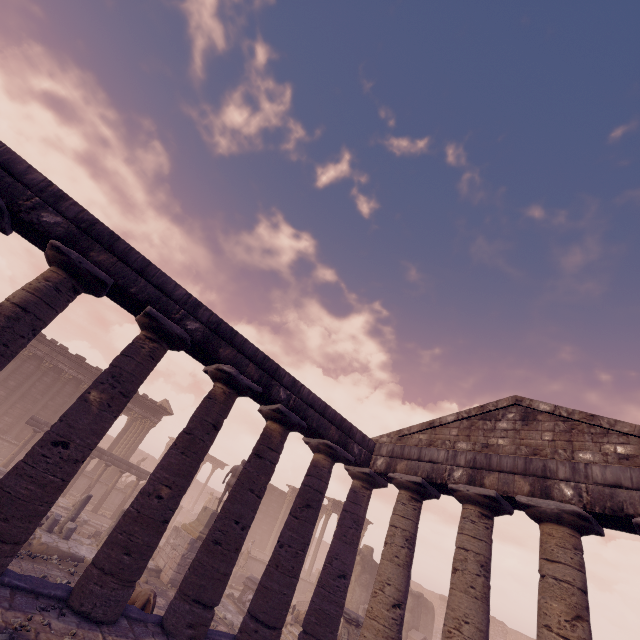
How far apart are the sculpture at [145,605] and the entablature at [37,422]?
13.1 meters

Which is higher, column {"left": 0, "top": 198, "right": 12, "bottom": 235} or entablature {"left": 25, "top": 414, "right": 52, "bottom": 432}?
column {"left": 0, "top": 198, "right": 12, "bottom": 235}

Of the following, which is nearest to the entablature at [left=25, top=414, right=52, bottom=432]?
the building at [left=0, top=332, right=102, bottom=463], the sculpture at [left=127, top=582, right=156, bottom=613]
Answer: the building at [left=0, top=332, right=102, bottom=463]

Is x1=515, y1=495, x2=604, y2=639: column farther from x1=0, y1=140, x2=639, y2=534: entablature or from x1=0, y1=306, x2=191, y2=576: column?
x1=0, y1=306, x2=191, y2=576: column

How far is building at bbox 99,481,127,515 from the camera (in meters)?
22.99

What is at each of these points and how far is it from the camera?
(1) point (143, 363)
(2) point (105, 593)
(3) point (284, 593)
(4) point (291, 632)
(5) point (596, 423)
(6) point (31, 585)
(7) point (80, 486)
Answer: (1) column, 7.6m
(2) column, 6.3m
(3) column, 8.7m
(4) debris pile, 14.7m
(5) pediment, 8.3m
(6) building base, 6.1m
(7) building, 22.6m

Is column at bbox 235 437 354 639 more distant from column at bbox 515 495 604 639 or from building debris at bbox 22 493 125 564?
building debris at bbox 22 493 125 564

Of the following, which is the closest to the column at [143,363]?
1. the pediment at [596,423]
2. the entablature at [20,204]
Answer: the entablature at [20,204]
